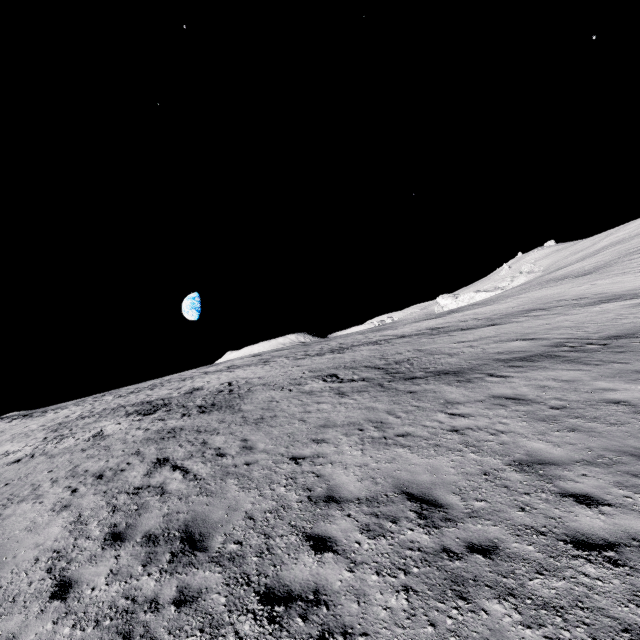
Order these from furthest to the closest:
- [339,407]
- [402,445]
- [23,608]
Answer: [339,407] < [402,445] < [23,608]
